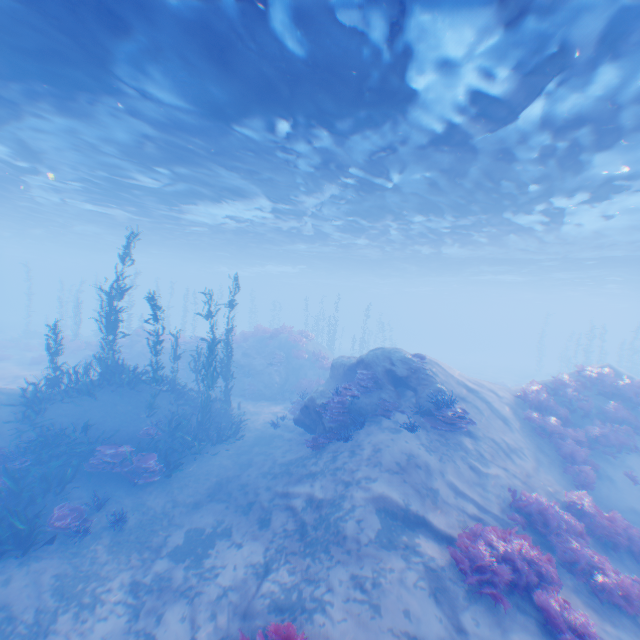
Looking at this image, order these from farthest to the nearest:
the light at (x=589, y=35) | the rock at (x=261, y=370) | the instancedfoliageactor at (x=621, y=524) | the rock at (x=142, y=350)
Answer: the rock at (x=142, y=350)
the rock at (x=261, y=370)
the light at (x=589, y=35)
the instancedfoliageactor at (x=621, y=524)

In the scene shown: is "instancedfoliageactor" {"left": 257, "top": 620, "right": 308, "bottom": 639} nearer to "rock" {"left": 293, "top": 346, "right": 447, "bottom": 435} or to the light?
"rock" {"left": 293, "top": 346, "right": 447, "bottom": 435}

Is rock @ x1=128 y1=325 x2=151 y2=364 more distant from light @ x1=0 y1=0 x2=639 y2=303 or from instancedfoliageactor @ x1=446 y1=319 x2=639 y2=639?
instancedfoliageactor @ x1=446 y1=319 x2=639 y2=639

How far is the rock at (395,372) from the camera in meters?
12.2 m

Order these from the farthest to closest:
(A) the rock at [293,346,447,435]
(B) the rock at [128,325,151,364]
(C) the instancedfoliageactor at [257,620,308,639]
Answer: (B) the rock at [128,325,151,364], (A) the rock at [293,346,447,435], (C) the instancedfoliageactor at [257,620,308,639]

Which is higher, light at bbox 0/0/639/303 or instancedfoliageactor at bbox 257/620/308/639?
light at bbox 0/0/639/303

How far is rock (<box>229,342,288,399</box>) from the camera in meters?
21.4 m

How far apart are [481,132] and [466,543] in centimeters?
1236cm
